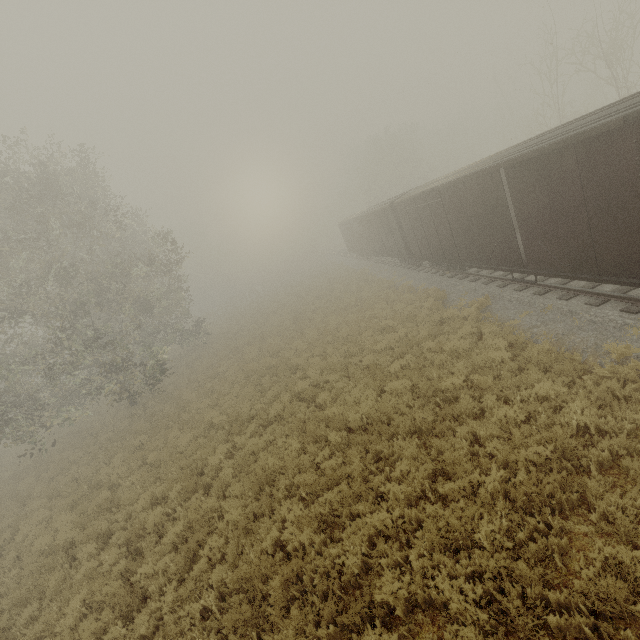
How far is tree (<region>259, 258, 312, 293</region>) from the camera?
52.1 meters

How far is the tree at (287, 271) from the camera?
52.06m

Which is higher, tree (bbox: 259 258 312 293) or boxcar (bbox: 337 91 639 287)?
boxcar (bbox: 337 91 639 287)

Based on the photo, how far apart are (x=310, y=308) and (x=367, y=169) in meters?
29.2

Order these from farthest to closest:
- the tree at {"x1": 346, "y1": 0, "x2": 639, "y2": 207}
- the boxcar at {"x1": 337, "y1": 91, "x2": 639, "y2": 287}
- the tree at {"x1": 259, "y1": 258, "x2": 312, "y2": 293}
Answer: the tree at {"x1": 259, "y1": 258, "x2": 312, "y2": 293}
the tree at {"x1": 346, "y1": 0, "x2": 639, "y2": 207}
the boxcar at {"x1": 337, "y1": 91, "x2": 639, "y2": 287}

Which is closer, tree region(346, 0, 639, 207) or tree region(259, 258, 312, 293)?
tree region(346, 0, 639, 207)

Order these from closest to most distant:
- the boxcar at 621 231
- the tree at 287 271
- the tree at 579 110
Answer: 1. the boxcar at 621 231
2. the tree at 579 110
3. the tree at 287 271

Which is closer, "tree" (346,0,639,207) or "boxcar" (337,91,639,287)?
"boxcar" (337,91,639,287)
